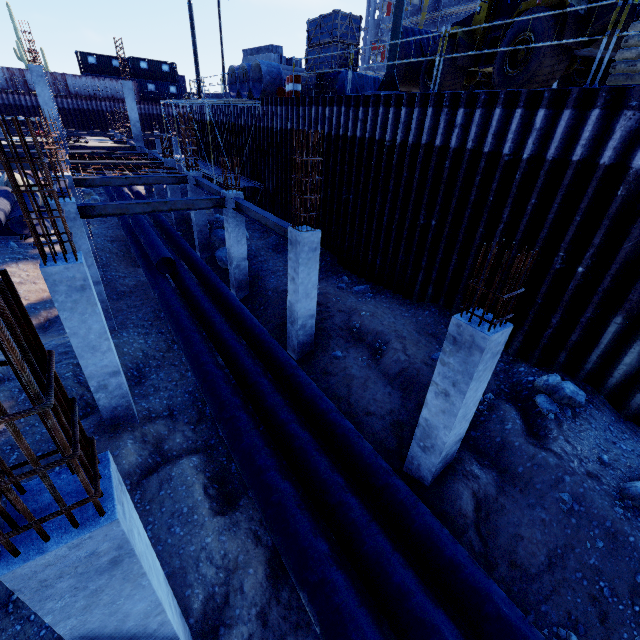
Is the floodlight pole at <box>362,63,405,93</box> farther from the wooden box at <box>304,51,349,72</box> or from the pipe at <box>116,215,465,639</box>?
the pipe at <box>116,215,465,639</box>

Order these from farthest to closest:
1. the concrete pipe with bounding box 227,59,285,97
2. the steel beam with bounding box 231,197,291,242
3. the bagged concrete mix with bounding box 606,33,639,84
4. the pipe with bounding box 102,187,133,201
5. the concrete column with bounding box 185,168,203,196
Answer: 1. the pipe with bounding box 102,187,133,201
2. the concrete pipe with bounding box 227,59,285,97
3. the concrete column with bounding box 185,168,203,196
4. the steel beam with bounding box 231,197,291,242
5. the bagged concrete mix with bounding box 606,33,639,84

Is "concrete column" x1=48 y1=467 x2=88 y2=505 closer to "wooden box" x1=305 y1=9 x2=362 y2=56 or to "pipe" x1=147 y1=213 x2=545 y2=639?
"pipe" x1=147 y1=213 x2=545 y2=639

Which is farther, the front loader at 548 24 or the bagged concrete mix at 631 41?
the front loader at 548 24

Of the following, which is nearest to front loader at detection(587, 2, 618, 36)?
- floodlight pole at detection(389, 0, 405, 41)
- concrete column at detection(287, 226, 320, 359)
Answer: floodlight pole at detection(389, 0, 405, 41)

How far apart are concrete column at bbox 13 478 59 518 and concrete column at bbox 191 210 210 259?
14.98m

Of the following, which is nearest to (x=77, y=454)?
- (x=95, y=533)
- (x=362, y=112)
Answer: (x=95, y=533)

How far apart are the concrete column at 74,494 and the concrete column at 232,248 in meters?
10.3
